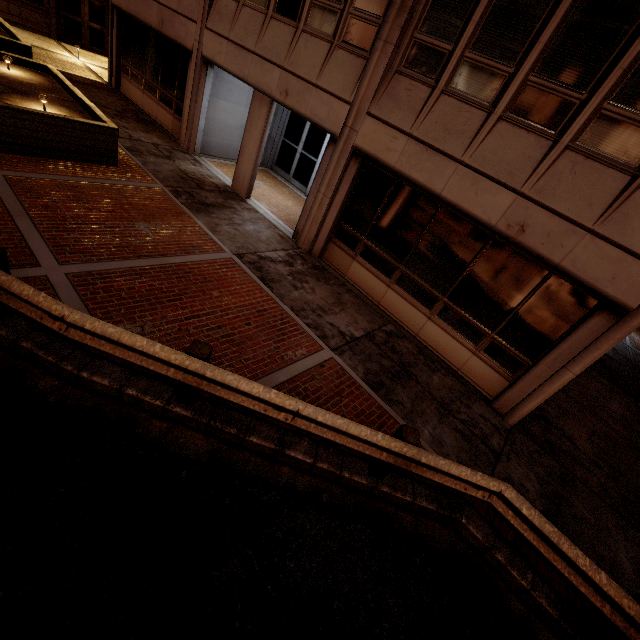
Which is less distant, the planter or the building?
the building

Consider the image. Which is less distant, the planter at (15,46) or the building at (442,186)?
the building at (442,186)

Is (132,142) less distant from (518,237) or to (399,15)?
(399,15)
